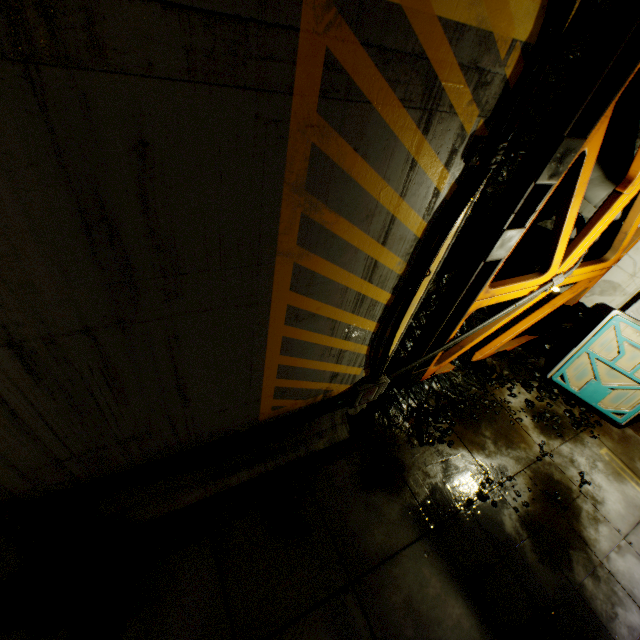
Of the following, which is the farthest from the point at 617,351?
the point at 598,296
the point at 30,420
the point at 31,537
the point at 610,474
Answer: the point at 31,537

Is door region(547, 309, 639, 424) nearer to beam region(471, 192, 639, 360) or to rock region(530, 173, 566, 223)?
rock region(530, 173, 566, 223)

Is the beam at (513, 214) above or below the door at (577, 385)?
above

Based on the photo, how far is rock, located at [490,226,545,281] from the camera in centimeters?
806cm

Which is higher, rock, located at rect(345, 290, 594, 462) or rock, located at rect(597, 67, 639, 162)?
rock, located at rect(597, 67, 639, 162)

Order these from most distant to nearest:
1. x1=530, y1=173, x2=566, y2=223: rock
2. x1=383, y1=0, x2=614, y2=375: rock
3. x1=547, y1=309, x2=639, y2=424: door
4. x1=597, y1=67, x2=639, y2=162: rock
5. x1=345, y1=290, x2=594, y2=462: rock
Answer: x1=530, y1=173, x2=566, y2=223: rock < x1=547, y1=309, x2=639, y2=424: door < x1=345, y1=290, x2=594, y2=462: rock < x1=597, y1=67, x2=639, y2=162: rock < x1=383, y1=0, x2=614, y2=375: rock

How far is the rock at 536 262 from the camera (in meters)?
8.06

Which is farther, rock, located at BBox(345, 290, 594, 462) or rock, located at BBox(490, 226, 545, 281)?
rock, located at BBox(490, 226, 545, 281)
